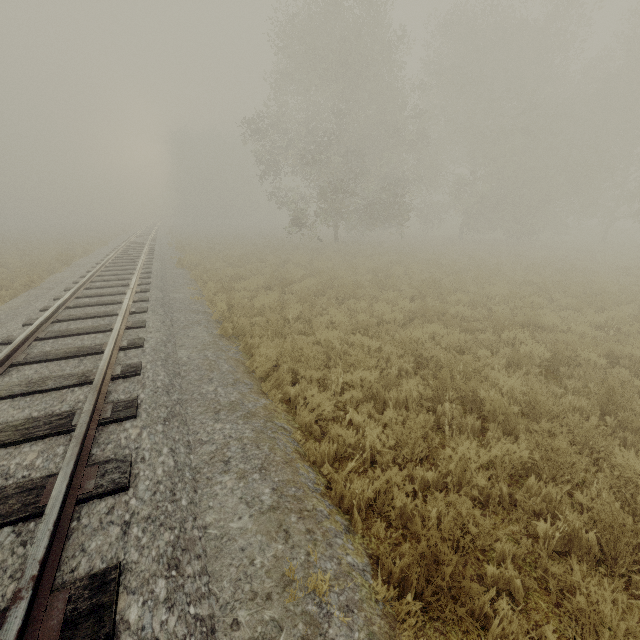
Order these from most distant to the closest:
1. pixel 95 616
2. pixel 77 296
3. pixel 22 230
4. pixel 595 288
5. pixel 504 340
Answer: pixel 22 230, pixel 595 288, pixel 77 296, pixel 504 340, pixel 95 616
